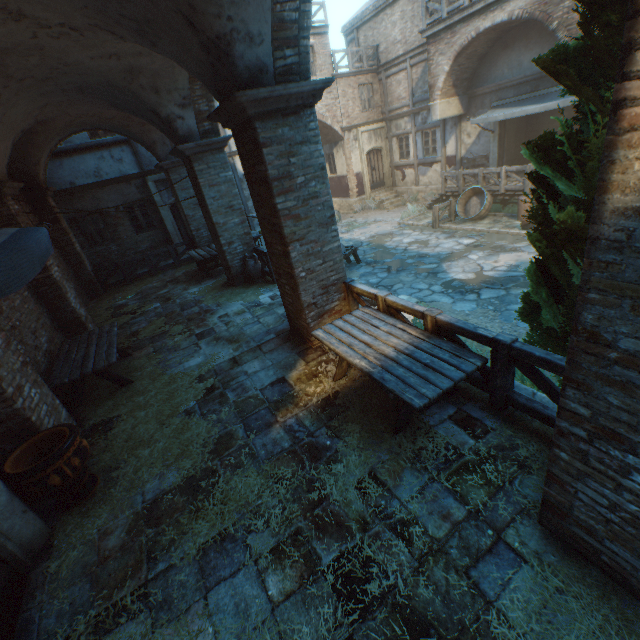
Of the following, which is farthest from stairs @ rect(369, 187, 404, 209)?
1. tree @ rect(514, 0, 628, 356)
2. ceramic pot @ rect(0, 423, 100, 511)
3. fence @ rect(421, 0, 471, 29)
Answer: ceramic pot @ rect(0, 423, 100, 511)

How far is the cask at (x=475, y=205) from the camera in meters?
13.4 m

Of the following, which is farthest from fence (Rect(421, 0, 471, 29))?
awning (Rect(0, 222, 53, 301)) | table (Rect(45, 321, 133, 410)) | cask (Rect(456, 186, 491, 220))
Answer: table (Rect(45, 321, 133, 410))

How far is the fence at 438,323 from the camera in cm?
325

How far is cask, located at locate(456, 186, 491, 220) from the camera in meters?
13.4

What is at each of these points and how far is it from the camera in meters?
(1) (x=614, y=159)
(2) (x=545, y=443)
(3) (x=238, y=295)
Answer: (1) building, 1.4
(2) straw, 3.4
(3) straw, 9.3

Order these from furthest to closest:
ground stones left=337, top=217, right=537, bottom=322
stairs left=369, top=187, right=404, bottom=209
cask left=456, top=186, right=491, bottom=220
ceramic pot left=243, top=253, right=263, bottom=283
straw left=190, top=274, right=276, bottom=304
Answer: stairs left=369, top=187, right=404, bottom=209, cask left=456, top=186, right=491, bottom=220, ceramic pot left=243, top=253, right=263, bottom=283, straw left=190, top=274, right=276, bottom=304, ground stones left=337, top=217, right=537, bottom=322

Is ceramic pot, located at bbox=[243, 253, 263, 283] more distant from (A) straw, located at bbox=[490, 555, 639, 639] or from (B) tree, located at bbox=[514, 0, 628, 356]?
(B) tree, located at bbox=[514, 0, 628, 356]
